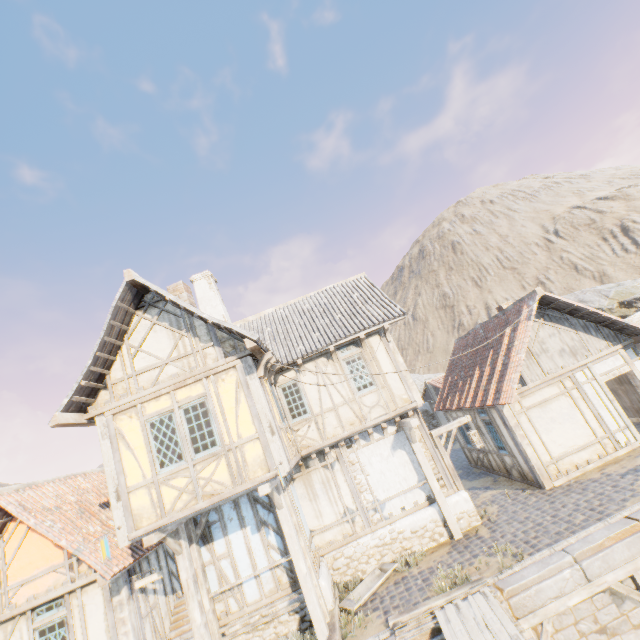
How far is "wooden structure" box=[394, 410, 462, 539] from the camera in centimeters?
989cm

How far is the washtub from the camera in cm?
844

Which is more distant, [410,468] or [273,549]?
[410,468]

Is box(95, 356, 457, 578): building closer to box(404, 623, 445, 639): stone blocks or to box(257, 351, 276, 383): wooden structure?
box(257, 351, 276, 383): wooden structure

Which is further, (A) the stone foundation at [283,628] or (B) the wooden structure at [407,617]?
(A) the stone foundation at [283,628]

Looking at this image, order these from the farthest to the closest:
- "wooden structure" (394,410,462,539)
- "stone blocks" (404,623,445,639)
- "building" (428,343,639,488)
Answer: "building" (428,343,639,488)
"wooden structure" (394,410,462,539)
"stone blocks" (404,623,445,639)

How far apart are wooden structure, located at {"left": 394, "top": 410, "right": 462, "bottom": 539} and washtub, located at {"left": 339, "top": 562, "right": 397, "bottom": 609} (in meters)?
1.90

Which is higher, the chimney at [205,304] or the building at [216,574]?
the chimney at [205,304]
